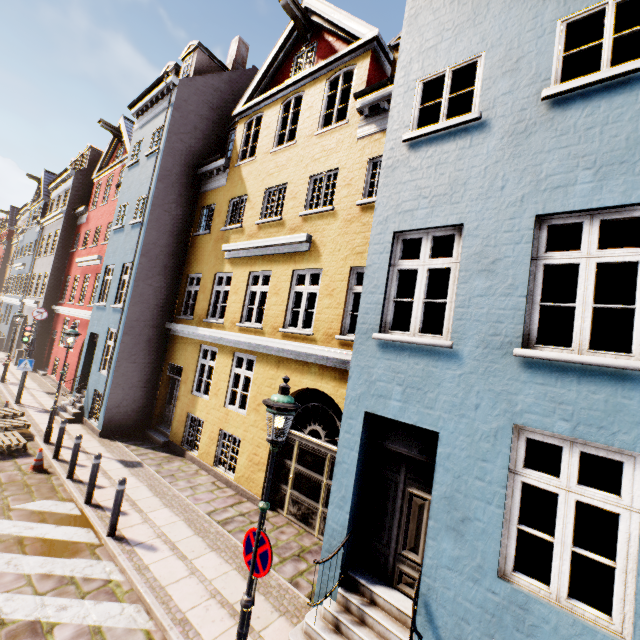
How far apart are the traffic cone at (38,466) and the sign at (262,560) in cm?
809

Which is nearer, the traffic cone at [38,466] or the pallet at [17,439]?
the traffic cone at [38,466]

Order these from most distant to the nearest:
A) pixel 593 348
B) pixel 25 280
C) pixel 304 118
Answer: pixel 25 280 < pixel 304 118 < pixel 593 348

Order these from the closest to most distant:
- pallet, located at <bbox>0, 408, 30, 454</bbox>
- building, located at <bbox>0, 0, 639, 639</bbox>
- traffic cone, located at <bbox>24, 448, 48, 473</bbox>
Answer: building, located at <bbox>0, 0, 639, 639</bbox> < traffic cone, located at <bbox>24, 448, 48, 473</bbox> < pallet, located at <bbox>0, 408, 30, 454</bbox>

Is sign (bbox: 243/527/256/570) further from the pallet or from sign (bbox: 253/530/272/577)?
the pallet

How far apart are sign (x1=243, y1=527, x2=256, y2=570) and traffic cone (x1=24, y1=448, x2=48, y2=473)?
7.8m

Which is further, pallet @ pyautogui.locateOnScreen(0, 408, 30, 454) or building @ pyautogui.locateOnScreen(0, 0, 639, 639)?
pallet @ pyautogui.locateOnScreen(0, 408, 30, 454)

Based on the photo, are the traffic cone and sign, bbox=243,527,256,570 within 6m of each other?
no
